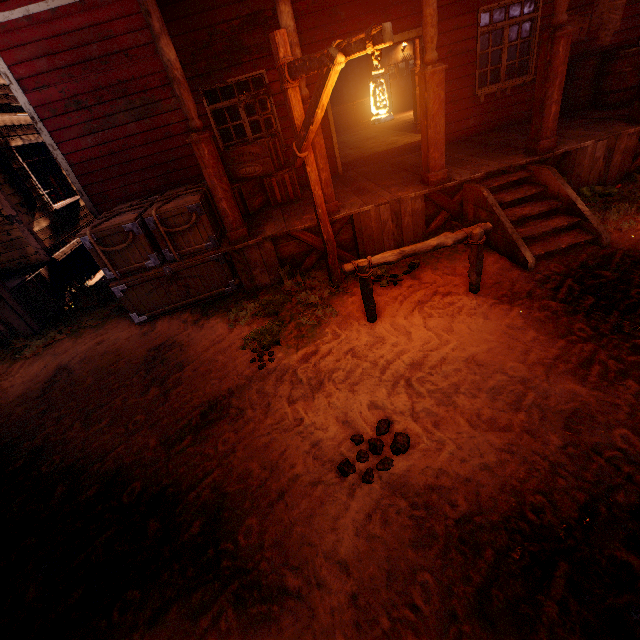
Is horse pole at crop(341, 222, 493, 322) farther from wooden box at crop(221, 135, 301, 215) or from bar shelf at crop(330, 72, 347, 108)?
bar shelf at crop(330, 72, 347, 108)

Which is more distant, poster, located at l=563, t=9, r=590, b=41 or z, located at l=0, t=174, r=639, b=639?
poster, located at l=563, t=9, r=590, b=41

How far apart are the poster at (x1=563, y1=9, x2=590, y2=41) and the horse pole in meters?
6.4 m

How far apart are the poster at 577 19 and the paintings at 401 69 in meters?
10.5

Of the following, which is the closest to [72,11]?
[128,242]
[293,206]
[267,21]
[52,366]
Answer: [267,21]

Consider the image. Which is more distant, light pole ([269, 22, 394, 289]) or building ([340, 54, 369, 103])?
building ([340, 54, 369, 103])

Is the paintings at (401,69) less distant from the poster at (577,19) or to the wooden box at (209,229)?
the poster at (577,19)

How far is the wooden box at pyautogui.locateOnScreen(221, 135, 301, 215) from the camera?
6.4 meters
